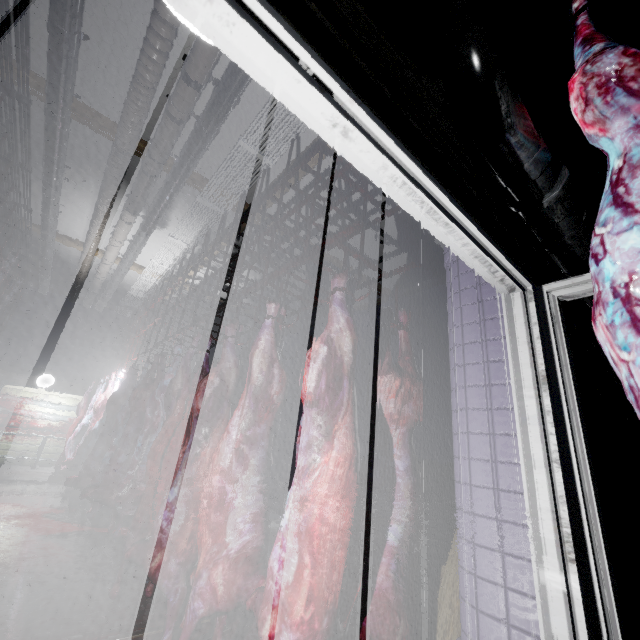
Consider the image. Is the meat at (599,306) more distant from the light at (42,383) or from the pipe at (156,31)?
the light at (42,383)

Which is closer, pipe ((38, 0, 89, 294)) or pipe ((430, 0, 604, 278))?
pipe ((430, 0, 604, 278))

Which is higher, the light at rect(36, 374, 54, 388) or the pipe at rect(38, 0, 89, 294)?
the pipe at rect(38, 0, 89, 294)

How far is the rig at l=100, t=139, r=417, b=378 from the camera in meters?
2.1

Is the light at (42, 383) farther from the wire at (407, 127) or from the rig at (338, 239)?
the wire at (407, 127)

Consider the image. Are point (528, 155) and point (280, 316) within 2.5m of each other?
yes

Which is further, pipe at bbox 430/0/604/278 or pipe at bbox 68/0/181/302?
pipe at bbox 68/0/181/302

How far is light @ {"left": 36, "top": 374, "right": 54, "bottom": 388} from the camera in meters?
7.1 m
